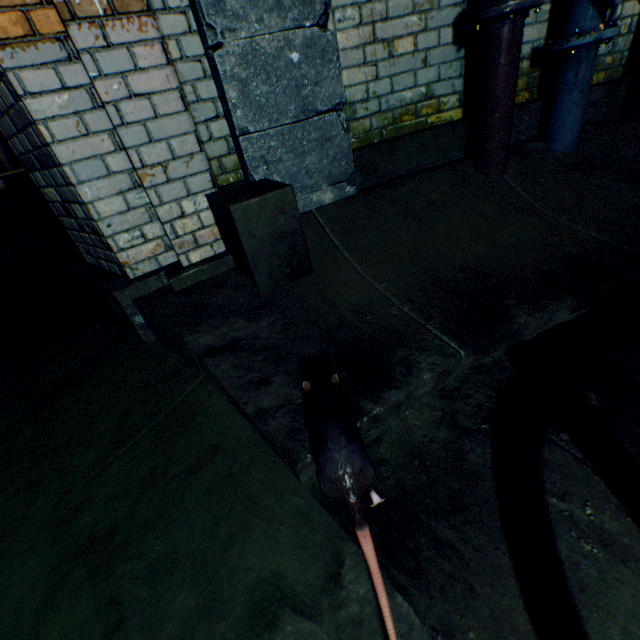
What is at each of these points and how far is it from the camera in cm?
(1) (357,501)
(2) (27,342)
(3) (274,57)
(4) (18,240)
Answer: (1) rat, 79
(2) building tunnel, 255
(3) support column, 162
(4) walkway, 451

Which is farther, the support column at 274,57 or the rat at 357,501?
the support column at 274,57

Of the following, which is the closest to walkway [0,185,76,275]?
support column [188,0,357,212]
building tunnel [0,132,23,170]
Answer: building tunnel [0,132,23,170]

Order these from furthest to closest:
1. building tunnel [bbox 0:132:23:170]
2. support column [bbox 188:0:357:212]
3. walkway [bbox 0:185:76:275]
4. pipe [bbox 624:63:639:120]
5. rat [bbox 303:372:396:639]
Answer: building tunnel [bbox 0:132:23:170] < walkway [bbox 0:185:76:275] < pipe [bbox 624:63:639:120] < support column [bbox 188:0:357:212] < rat [bbox 303:372:396:639]

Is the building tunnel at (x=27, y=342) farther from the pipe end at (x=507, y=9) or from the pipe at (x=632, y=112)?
the pipe end at (x=507, y=9)

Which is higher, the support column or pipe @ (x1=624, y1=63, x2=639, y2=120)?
the support column

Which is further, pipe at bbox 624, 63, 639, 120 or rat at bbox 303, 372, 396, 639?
pipe at bbox 624, 63, 639, 120

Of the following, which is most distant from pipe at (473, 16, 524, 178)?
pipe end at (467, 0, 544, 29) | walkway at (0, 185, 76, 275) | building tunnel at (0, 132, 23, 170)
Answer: walkway at (0, 185, 76, 275)
